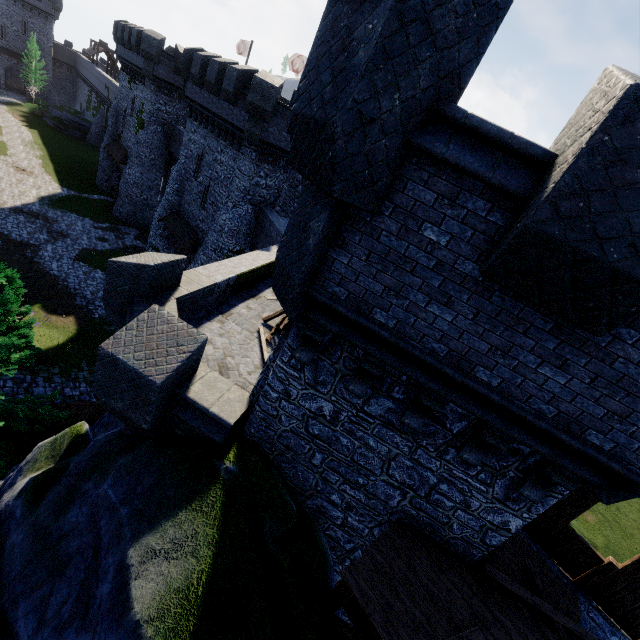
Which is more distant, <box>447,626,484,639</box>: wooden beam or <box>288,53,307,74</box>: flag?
<box>288,53,307,74</box>: flag

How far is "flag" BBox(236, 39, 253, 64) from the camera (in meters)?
33.69

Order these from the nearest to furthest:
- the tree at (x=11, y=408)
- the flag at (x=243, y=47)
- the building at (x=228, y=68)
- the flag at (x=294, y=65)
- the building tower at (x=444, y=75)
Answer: the building tower at (x=444, y=75) → the tree at (x=11, y=408) → the building at (x=228, y=68) → the flag at (x=294, y=65) → the flag at (x=243, y=47)

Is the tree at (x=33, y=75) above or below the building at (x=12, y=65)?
above

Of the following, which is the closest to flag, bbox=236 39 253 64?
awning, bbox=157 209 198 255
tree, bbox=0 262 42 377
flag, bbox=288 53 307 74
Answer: flag, bbox=288 53 307 74

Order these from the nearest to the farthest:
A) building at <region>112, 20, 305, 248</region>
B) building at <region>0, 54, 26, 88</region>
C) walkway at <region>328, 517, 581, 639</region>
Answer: walkway at <region>328, 517, 581, 639</region>, building at <region>112, 20, 305, 248</region>, building at <region>0, 54, 26, 88</region>

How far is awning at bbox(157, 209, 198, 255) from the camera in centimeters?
2355cm

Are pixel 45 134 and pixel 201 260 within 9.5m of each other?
no
